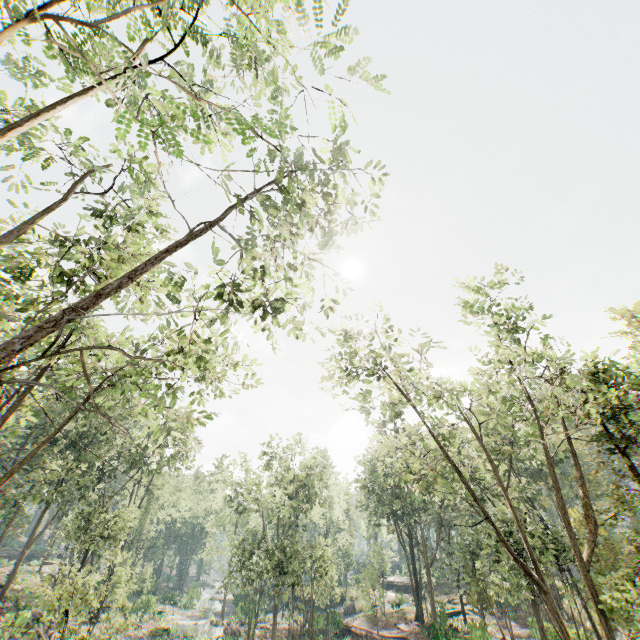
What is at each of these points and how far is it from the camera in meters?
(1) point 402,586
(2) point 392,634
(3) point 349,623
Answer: (1) ground embankment, 55.1
(2) ground embankment, 31.7
(3) ground embankment, 39.4

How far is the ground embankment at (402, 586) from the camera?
53.15m

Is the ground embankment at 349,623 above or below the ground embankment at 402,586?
below

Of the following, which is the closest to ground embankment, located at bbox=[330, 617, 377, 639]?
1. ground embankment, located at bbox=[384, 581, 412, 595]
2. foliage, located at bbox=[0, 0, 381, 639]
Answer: foliage, located at bbox=[0, 0, 381, 639]

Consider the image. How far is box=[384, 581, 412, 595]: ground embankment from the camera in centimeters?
5315cm

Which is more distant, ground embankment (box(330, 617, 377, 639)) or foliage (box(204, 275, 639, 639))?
ground embankment (box(330, 617, 377, 639))

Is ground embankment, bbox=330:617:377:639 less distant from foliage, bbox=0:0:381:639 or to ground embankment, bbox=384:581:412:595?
foliage, bbox=0:0:381:639
